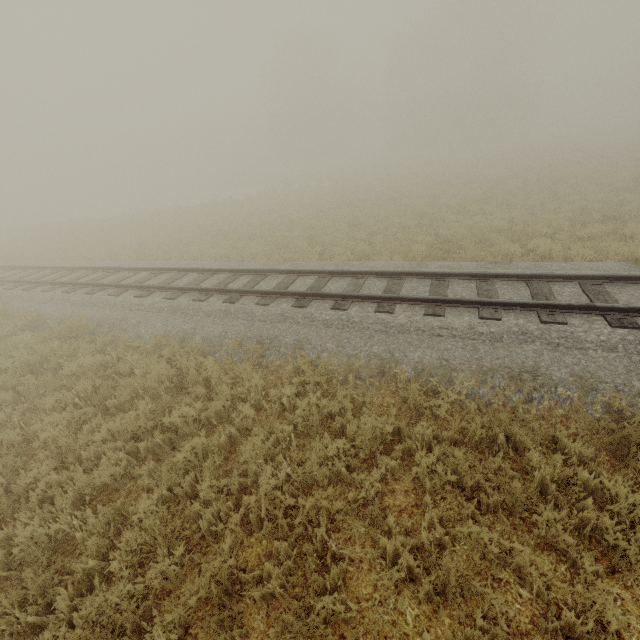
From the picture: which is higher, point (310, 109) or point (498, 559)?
point (310, 109)
